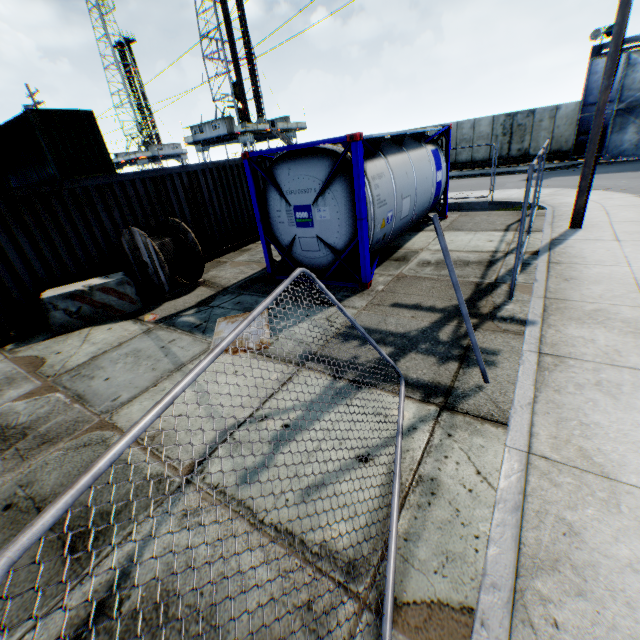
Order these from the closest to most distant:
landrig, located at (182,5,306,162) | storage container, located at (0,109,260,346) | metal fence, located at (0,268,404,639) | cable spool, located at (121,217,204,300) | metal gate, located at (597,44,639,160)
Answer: metal fence, located at (0,268,404,639) < storage container, located at (0,109,260,346) < cable spool, located at (121,217,204,300) < metal gate, located at (597,44,639,160) < landrig, located at (182,5,306,162)

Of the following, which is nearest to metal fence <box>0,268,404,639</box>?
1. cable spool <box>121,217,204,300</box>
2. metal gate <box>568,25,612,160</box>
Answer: cable spool <box>121,217,204,300</box>

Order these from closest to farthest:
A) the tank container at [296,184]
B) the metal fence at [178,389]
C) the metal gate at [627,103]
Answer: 1. the metal fence at [178,389]
2. the tank container at [296,184]
3. the metal gate at [627,103]

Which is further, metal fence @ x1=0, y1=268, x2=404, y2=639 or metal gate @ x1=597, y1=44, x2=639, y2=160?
metal gate @ x1=597, y1=44, x2=639, y2=160

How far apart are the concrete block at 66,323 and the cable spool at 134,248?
0.2m

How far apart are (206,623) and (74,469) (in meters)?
2.49

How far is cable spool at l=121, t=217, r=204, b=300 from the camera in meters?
7.6

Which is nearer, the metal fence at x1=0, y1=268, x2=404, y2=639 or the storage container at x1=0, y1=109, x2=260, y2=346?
the metal fence at x1=0, y1=268, x2=404, y2=639
